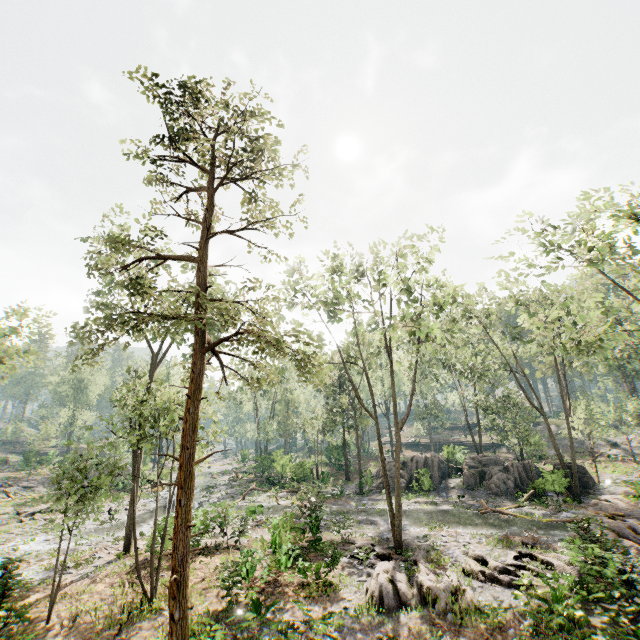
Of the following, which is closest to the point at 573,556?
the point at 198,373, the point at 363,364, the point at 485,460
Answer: the point at 363,364

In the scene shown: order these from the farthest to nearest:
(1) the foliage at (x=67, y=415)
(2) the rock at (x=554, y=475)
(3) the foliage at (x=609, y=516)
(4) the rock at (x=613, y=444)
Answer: (1) the foliage at (x=67, y=415) < (4) the rock at (x=613, y=444) < (2) the rock at (x=554, y=475) < (3) the foliage at (x=609, y=516)

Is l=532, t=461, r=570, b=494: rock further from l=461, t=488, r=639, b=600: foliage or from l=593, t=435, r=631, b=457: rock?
l=593, t=435, r=631, b=457: rock

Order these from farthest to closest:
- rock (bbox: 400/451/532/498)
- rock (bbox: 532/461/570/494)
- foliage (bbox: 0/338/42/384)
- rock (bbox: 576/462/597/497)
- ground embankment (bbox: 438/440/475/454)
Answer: ground embankment (bbox: 438/440/475/454)
rock (bbox: 400/451/532/498)
rock (bbox: 576/462/597/497)
foliage (bbox: 0/338/42/384)
rock (bbox: 532/461/570/494)

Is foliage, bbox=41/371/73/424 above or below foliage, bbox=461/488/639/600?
above

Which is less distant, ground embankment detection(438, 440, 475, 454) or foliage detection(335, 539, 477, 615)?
foliage detection(335, 539, 477, 615)

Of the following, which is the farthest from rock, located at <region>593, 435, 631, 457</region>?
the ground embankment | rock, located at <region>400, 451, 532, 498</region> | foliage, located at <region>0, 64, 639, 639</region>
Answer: rock, located at <region>400, 451, 532, 498</region>

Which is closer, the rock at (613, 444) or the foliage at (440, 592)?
the foliage at (440, 592)
